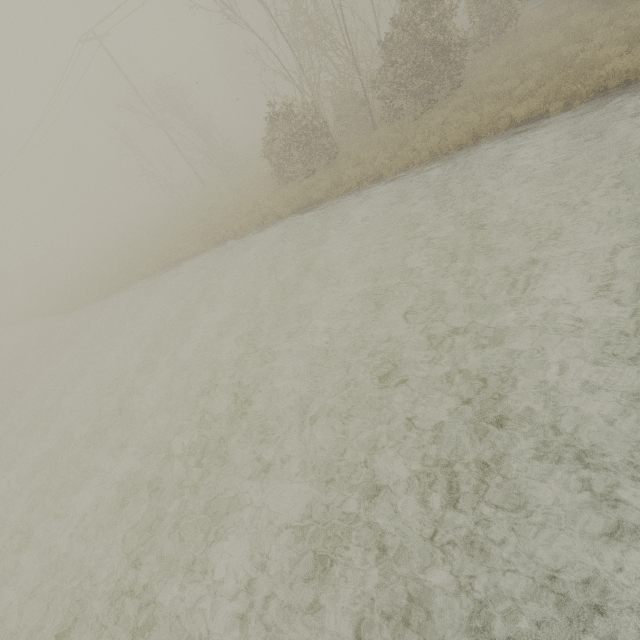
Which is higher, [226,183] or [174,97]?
[174,97]
